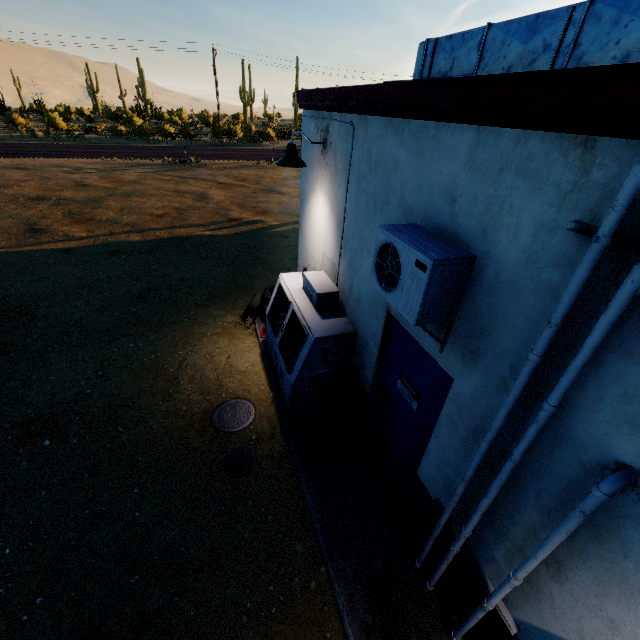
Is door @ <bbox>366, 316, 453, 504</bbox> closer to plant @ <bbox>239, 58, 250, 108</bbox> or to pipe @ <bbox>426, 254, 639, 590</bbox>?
pipe @ <bbox>426, 254, 639, 590</bbox>

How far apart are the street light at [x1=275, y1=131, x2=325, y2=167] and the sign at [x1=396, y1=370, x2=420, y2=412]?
3.2 meters

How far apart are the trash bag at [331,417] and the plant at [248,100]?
69.2m

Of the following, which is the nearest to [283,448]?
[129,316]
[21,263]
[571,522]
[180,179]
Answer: [571,522]

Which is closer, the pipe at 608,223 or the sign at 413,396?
the pipe at 608,223

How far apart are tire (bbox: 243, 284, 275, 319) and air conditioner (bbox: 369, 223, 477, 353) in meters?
3.8 m

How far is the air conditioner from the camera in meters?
2.2

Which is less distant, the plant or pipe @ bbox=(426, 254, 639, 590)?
pipe @ bbox=(426, 254, 639, 590)
